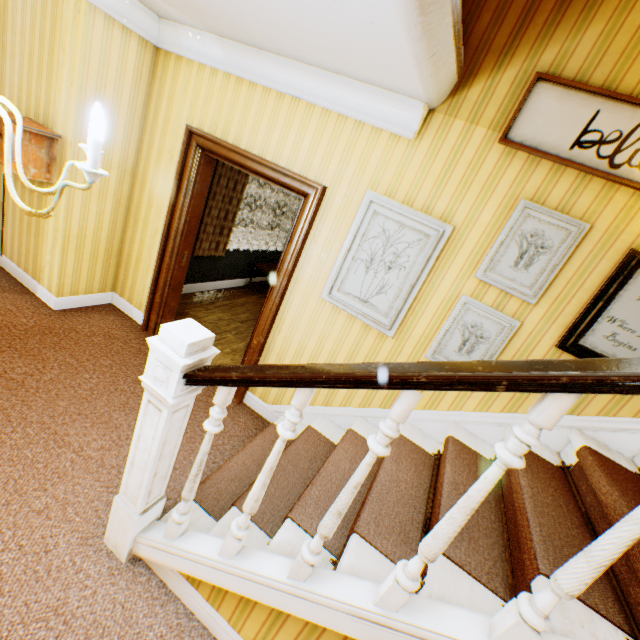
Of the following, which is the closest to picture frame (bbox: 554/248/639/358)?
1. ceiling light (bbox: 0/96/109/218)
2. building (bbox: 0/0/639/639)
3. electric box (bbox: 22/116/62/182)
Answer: building (bbox: 0/0/639/639)

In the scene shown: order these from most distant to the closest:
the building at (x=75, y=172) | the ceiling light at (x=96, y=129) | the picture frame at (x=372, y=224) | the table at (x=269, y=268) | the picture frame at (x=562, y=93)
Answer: the table at (x=269, y=268) → the building at (x=75, y=172) → the picture frame at (x=372, y=224) → the picture frame at (x=562, y=93) → the ceiling light at (x=96, y=129)

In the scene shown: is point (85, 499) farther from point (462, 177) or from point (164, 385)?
point (462, 177)

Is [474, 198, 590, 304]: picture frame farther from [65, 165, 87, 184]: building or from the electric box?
the electric box

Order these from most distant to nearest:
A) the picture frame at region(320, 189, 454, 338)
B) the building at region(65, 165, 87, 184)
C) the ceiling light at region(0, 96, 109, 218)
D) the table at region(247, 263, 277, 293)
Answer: the table at region(247, 263, 277, 293), the building at region(65, 165, 87, 184), the picture frame at region(320, 189, 454, 338), the ceiling light at region(0, 96, 109, 218)

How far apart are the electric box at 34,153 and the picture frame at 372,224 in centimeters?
296cm

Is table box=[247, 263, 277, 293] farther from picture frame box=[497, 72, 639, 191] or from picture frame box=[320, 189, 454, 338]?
picture frame box=[497, 72, 639, 191]

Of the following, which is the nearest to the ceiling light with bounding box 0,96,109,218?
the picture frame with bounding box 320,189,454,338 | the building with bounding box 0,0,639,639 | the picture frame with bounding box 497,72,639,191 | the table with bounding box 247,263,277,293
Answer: the building with bounding box 0,0,639,639
